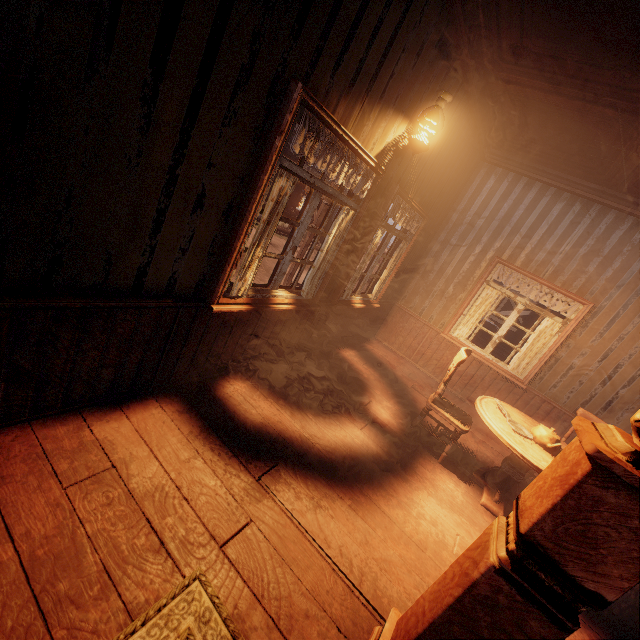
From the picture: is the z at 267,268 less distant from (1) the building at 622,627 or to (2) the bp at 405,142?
(1) the building at 622,627

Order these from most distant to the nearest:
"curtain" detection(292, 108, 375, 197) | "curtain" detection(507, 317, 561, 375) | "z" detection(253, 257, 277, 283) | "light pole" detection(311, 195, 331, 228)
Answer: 1. "z" detection(253, 257, 277, 283)
2. "light pole" detection(311, 195, 331, 228)
3. "curtain" detection(507, 317, 561, 375)
4. "curtain" detection(292, 108, 375, 197)

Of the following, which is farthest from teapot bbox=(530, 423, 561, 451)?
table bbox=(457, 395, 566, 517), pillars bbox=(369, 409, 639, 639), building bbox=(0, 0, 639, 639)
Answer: pillars bbox=(369, 409, 639, 639)

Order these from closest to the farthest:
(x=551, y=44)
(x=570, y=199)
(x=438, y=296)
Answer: (x=551, y=44) → (x=570, y=199) → (x=438, y=296)

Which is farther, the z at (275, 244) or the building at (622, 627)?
the z at (275, 244)

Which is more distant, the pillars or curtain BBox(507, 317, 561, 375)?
curtain BBox(507, 317, 561, 375)

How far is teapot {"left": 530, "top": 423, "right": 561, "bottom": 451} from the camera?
3.20m

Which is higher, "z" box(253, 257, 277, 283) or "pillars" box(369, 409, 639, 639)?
"pillars" box(369, 409, 639, 639)
